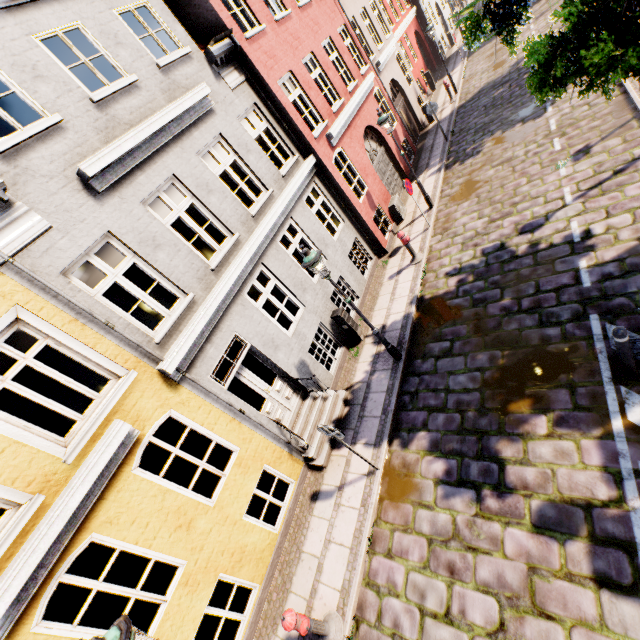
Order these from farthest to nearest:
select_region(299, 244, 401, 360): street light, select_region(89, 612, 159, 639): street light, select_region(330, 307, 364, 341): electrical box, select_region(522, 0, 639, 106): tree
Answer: select_region(330, 307, 364, 341): electrical box < select_region(299, 244, 401, 360): street light < select_region(522, 0, 639, 106): tree < select_region(89, 612, 159, 639): street light

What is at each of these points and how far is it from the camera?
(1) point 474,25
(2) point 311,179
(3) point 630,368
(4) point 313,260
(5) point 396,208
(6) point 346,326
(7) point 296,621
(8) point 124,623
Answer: (1) tree, 5.2m
(2) building, 10.2m
(3) bollard, 5.0m
(4) street light, 6.4m
(5) electrical box, 12.8m
(6) electrical box, 9.5m
(7) hydrant, 4.8m
(8) street light, 3.3m

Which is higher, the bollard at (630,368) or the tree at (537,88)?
the tree at (537,88)

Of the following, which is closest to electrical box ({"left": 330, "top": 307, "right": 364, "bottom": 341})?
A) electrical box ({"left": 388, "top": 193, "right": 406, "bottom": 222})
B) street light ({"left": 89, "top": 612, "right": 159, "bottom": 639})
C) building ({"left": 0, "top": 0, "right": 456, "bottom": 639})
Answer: building ({"left": 0, "top": 0, "right": 456, "bottom": 639})

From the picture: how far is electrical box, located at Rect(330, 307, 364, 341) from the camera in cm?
924

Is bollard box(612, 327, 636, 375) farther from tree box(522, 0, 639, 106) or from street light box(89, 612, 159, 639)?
street light box(89, 612, 159, 639)

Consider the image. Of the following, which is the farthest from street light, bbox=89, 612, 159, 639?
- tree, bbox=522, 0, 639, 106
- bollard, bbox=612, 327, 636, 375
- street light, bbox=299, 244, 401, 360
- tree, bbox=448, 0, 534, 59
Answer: tree, bbox=448, 0, 534, 59

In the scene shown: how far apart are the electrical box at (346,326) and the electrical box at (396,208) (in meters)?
5.77
